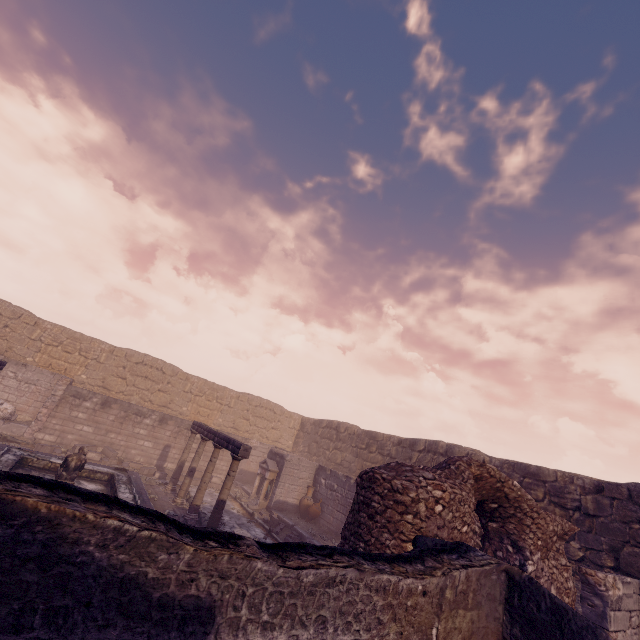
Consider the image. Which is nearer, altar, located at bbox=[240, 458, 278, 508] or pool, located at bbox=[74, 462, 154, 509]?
pool, located at bbox=[74, 462, 154, 509]

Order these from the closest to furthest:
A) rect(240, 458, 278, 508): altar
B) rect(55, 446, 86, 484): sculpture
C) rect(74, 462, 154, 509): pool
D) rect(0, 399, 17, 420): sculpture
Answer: rect(55, 446, 86, 484): sculpture → rect(74, 462, 154, 509): pool → rect(0, 399, 17, 420): sculpture → rect(240, 458, 278, 508): altar

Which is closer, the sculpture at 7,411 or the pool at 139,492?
the pool at 139,492

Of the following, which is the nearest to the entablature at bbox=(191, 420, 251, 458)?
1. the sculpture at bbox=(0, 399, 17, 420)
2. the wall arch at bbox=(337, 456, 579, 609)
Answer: the wall arch at bbox=(337, 456, 579, 609)

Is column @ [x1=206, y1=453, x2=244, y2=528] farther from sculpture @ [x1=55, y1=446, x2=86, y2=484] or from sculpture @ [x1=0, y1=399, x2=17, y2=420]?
sculpture @ [x1=0, y1=399, x2=17, y2=420]

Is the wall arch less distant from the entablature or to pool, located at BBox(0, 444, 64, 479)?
pool, located at BBox(0, 444, 64, 479)

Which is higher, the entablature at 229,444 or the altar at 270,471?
the entablature at 229,444

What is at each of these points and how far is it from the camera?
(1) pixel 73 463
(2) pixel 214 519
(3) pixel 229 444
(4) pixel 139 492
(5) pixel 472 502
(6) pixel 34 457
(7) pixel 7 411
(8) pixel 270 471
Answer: (1) sculpture, 9.10m
(2) column, 9.12m
(3) entablature, 10.15m
(4) pool, 10.15m
(5) wall arch, 5.24m
(6) pool, 10.34m
(7) sculpture, 13.41m
(8) altar, 14.88m
